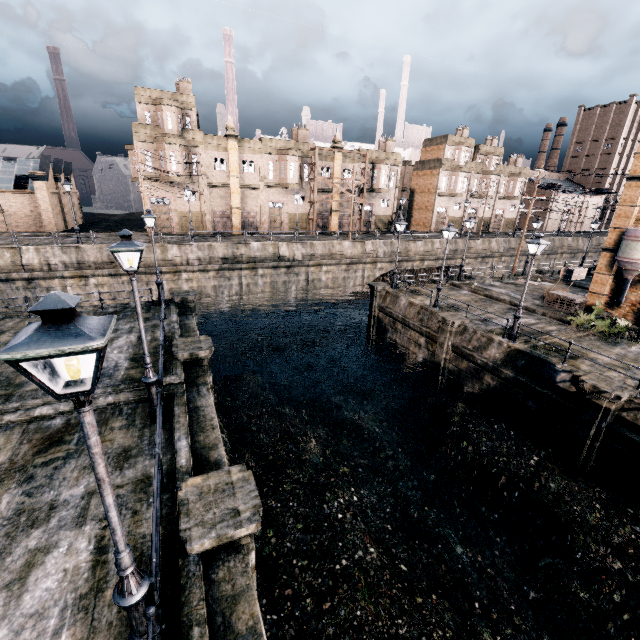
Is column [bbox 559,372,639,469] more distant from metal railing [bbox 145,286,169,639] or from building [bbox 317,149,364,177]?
building [bbox 317,149,364,177]

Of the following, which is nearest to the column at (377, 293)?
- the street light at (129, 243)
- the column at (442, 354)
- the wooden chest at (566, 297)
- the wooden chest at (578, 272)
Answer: the column at (442, 354)

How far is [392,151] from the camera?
53.4 meters

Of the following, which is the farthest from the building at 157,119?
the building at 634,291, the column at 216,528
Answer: the column at 216,528

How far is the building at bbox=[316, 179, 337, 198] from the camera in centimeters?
4844cm

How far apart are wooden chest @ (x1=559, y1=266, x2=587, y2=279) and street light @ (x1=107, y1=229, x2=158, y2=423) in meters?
40.0 m

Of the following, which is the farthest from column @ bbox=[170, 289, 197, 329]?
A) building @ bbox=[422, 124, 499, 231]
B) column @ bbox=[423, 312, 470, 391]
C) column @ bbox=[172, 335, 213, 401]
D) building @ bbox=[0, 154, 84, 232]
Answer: building @ bbox=[422, 124, 499, 231]

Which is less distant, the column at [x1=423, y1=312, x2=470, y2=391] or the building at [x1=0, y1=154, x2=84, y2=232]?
the column at [x1=423, y1=312, x2=470, y2=391]
